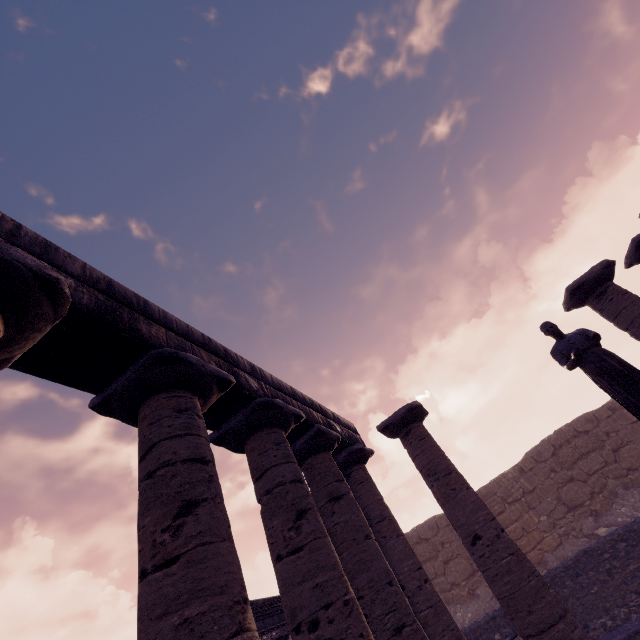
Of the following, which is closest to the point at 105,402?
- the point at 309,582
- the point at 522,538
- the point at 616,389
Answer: the point at 309,582

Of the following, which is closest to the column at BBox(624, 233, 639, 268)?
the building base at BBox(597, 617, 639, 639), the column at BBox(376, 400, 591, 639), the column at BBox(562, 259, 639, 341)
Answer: the column at BBox(562, 259, 639, 341)

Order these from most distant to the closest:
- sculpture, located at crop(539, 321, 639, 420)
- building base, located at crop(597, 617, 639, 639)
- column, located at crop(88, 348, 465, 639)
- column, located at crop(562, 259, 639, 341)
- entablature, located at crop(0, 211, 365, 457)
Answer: column, located at crop(562, 259, 639, 341) → building base, located at crop(597, 617, 639, 639) → sculpture, located at crop(539, 321, 639, 420) → entablature, located at crop(0, 211, 365, 457) → column, located at crop(88, 348, 465, 639)

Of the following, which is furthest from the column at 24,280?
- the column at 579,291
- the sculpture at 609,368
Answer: the column at 579,291

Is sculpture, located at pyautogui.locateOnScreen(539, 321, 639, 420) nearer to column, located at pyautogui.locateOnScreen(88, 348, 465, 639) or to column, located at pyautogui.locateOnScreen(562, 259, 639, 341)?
column, located at pyautogui.locateOnScreen(562, 259, 639, 341)

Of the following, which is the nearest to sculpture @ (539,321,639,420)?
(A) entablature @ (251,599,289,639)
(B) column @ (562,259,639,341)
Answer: (B) column @ (562,259,639,341)

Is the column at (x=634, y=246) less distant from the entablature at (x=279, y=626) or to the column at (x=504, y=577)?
the column at (x=504, y=577)

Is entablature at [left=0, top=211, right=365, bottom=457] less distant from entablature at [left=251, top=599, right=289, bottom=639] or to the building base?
entablature at [left=251, top=599, right=289, bottom=639]
